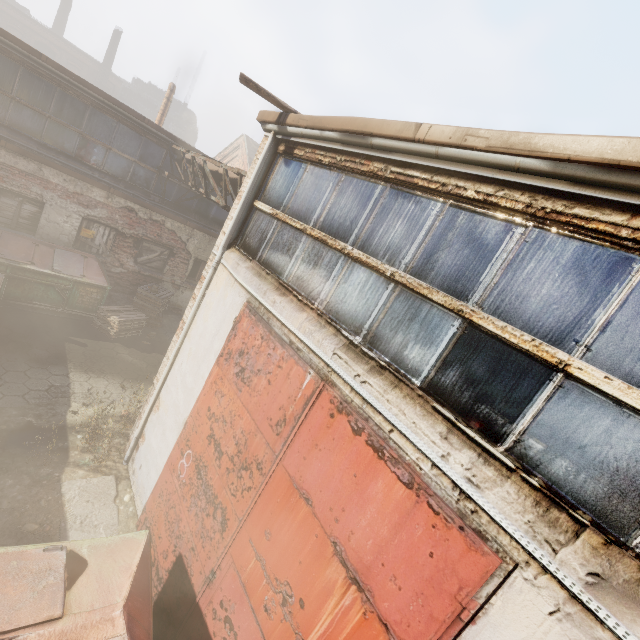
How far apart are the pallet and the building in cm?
4478

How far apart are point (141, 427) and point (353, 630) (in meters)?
4.91

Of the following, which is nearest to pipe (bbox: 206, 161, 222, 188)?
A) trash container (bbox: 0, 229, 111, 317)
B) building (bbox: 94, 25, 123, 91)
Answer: trash container (bbox: 0, 229, 111, 317)

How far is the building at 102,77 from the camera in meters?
38.2 m

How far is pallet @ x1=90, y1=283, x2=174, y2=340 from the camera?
9.62m

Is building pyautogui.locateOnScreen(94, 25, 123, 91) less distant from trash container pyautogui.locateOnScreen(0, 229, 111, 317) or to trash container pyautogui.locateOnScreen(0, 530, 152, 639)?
trash container pyautogui.locateOnScreen(0, 229, 111, 317)

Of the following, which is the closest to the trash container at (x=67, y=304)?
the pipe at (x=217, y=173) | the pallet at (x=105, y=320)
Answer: the pallet at (x=105, y=320)

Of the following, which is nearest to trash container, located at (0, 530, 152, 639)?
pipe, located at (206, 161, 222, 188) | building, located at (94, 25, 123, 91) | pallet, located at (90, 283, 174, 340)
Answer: pipe, located at (206, 161, 222, 188)
